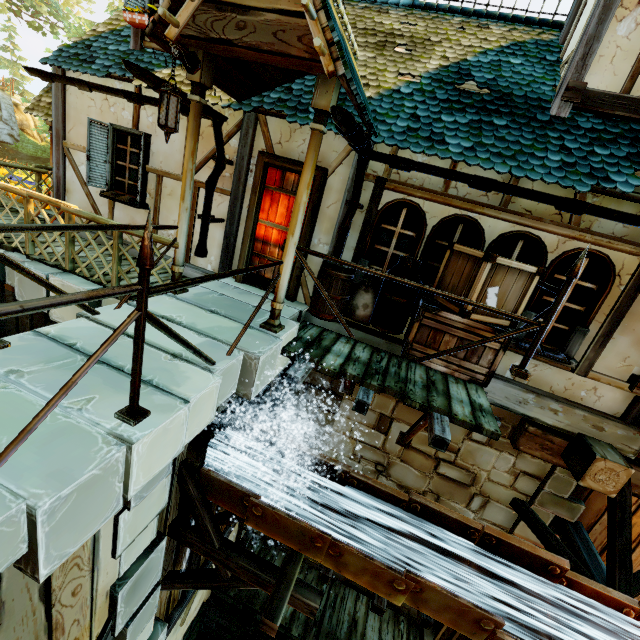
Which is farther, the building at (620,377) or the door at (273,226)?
the door at (273,226)

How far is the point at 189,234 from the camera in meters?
6.1 m

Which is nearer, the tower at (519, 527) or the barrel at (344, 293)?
the barrel at (344, 293)

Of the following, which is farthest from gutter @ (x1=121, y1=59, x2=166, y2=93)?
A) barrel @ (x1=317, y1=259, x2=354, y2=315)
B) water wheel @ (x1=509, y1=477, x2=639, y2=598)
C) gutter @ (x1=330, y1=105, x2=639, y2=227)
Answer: water wheel @ (x1=509, y1=477, x2=639, y2=598)

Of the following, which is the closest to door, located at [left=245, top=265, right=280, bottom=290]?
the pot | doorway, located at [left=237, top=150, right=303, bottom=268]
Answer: doorway, located at [left=237, top=150, right=303, bottom=268]

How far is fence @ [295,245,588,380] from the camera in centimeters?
339cm

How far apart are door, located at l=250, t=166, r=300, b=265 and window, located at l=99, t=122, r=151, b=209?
2.3m

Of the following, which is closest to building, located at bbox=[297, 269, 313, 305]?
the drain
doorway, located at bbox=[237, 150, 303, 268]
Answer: doorway, located at bbox=[237, 150, 303, 268]
